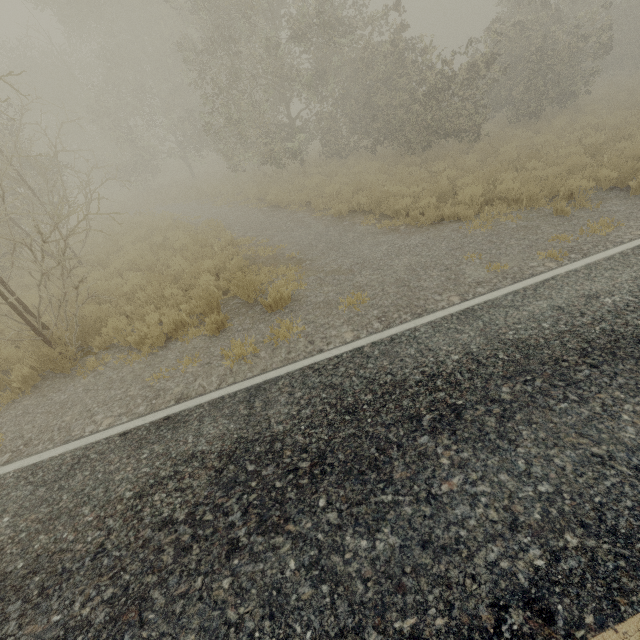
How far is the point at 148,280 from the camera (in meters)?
9.25
